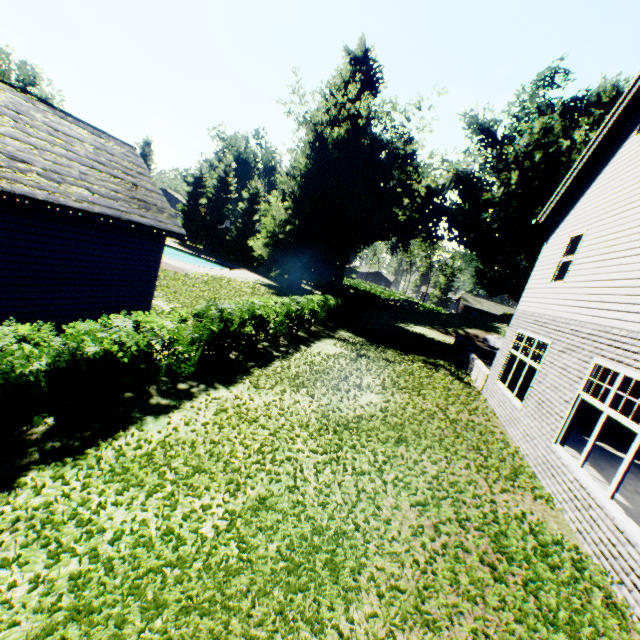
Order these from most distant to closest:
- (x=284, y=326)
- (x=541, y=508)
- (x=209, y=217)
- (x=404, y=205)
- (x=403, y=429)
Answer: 1. (x=209, y=217)
2. (x=404, y=205)
3. (x=284, y=326)
4. (x=403, y=429)
5. (x=541, y=508)

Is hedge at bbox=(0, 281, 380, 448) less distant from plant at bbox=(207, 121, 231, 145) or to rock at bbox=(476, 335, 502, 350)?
plant at bbox=(207, 121, 231, 145)

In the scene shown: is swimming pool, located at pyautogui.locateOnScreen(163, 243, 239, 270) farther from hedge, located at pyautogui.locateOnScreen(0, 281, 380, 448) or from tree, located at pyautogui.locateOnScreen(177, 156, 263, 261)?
hedge, located at pyautogui.locateOnScreen(0, 281, 380, 448)

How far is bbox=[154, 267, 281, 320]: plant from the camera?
15.7 meters

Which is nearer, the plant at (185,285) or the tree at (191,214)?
the plant at (185,285)

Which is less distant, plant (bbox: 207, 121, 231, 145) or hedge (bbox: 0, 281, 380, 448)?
hedge (bbox: 0, 281, 380, 448)

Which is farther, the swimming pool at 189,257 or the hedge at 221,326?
the swimming pool at 189,257

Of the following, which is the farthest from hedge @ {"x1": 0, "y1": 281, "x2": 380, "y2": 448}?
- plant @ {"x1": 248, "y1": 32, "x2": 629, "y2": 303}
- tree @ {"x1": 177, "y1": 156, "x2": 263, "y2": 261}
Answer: tree @ {"x1": 177, "y1": 156, "x2": 263, "y2": 261}
